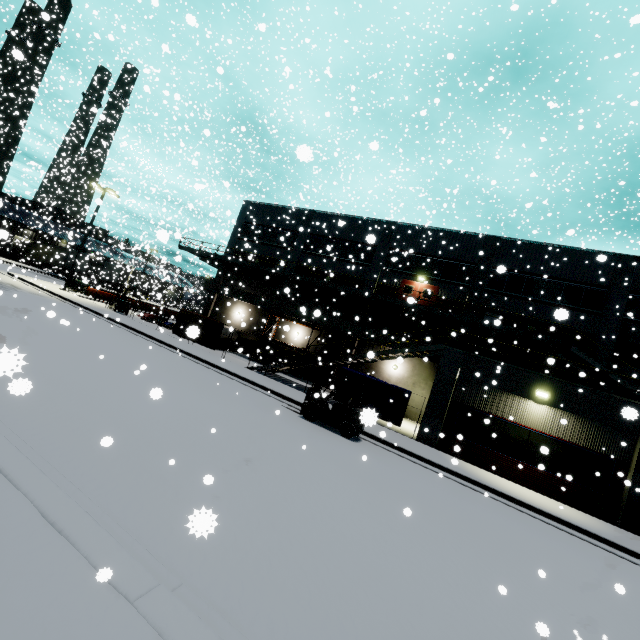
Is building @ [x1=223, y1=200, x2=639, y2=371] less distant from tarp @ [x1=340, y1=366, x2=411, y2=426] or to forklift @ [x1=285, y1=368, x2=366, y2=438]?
tarp @ [x1=340, y1=366, x2=411, y2=426]

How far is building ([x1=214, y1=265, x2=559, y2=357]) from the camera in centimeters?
2444cm

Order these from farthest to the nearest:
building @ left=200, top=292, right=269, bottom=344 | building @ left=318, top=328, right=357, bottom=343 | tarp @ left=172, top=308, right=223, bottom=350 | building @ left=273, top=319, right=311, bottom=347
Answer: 1. building @ left=200, top=292, right=269, bottom=344
2. building @ left=273, top=319, right=311, bottom=347
3. building @ left=318, top=328, right=357, bottom=343
4. tarp @ left=172, top=308, right=223, bottom=350

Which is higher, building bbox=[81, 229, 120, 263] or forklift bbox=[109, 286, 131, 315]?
building bbox=[81, 229, 120, 263]

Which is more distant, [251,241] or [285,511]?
[251,241]

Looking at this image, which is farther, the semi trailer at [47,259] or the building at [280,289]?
the semi trailer at [47,259]

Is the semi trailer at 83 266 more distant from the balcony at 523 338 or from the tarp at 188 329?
the balcony at 523 338

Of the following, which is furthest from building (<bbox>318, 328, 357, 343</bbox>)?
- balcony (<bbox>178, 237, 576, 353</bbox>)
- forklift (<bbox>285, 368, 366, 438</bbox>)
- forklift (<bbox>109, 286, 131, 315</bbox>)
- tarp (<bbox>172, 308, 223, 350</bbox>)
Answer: forklift (<bbox>109, 286, 131, 315</bbox>)
